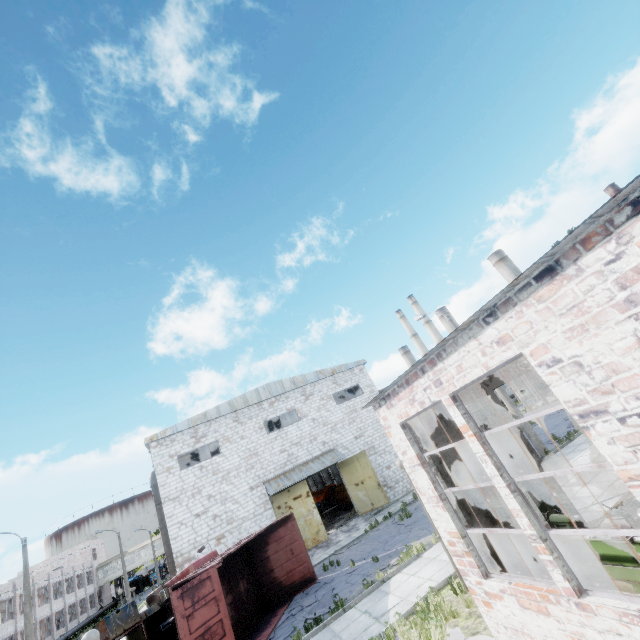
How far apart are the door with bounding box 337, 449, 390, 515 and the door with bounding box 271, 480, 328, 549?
3.29m

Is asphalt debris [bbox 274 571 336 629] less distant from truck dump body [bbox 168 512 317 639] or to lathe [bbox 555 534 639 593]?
truck dump body [bbox 168 512 317 639]

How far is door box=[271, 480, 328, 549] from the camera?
21.3m

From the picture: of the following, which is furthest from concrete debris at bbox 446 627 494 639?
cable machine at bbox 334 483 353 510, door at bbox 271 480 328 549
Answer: cable machine at bbox 334 483 353 510

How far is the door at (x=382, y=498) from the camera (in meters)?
23.11

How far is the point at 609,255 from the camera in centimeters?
328cm

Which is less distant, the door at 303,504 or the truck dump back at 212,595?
the truck dump back at 212,595

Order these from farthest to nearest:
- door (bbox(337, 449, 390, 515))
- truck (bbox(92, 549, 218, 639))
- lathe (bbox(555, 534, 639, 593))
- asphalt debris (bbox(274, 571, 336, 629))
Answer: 1. door (bbox(337, 449, 390, 515))
2. truck (bbox(92, 549, 218, 639))
3. asphalt debris (bbox(274, 571, 336, 629))
4. lathe (bbox(555, 534, 639, 593))
